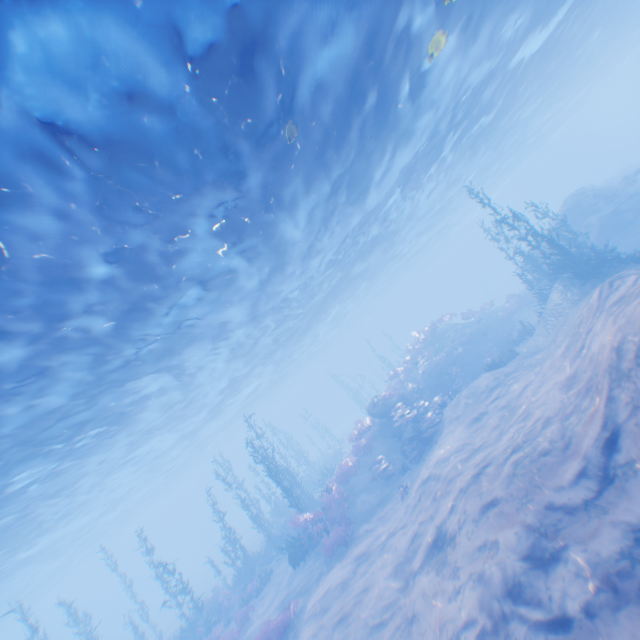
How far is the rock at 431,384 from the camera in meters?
17.9

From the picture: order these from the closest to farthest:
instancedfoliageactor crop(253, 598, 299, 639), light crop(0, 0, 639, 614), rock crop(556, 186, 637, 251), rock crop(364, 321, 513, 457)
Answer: light crop(0, 0, 639, 614) < instancedfoliageactor crop(253, 598, 299, 639) < rock crop(364, 321, 513, 457) < rock crop(556, 186, 637, 251)

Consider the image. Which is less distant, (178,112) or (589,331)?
(178,112)

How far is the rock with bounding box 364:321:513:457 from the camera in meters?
17.9 m

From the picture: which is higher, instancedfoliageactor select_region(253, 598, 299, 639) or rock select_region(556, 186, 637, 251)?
rock select_region(556, 186, 637, 251)

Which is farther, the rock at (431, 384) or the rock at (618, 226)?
the rock at (618, 226)

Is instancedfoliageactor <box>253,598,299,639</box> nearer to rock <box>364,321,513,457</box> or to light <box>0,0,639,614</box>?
rock <box>364,321,513,457</box>
